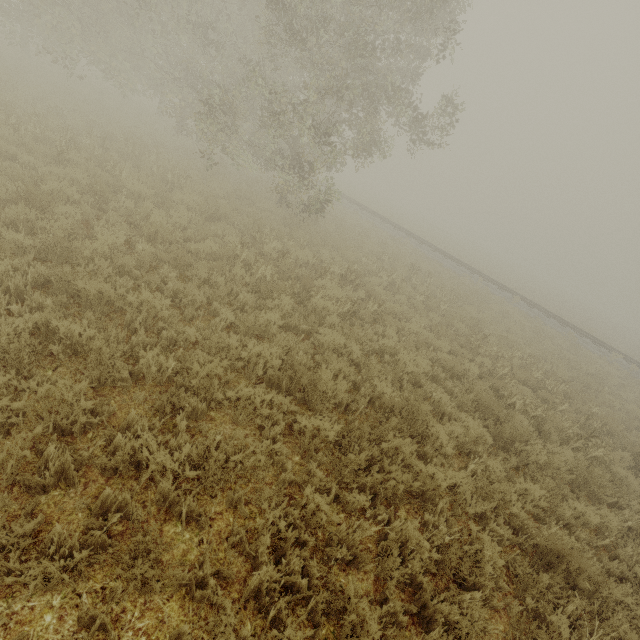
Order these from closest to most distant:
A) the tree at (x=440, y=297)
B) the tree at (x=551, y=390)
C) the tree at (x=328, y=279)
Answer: the tree at (x=551, y=390)
the tree at (x=328, y=279)
the tree at (x=440, y=297)

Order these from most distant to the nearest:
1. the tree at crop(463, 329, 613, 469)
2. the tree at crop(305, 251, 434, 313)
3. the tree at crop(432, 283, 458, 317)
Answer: the tree at crop(432, 283, 458, 317) → the tree at crop(305, 251, 434, 313) → the tree at crop(463, 329, 613, 469)

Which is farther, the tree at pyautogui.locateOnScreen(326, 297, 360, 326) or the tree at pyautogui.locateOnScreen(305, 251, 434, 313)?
the tree at pyautogui.locateOnScreen(305, 251, 434, 313)

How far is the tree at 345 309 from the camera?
7.5m

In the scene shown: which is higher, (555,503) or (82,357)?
(555,503)

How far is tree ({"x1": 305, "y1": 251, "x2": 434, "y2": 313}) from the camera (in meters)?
8.80
